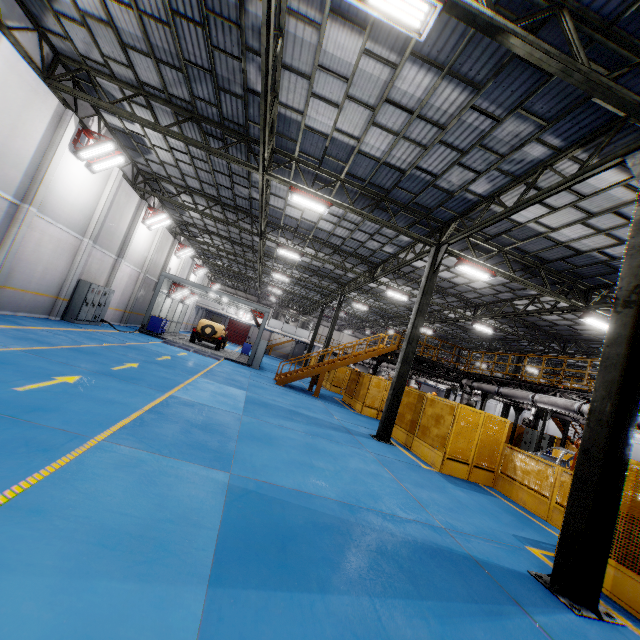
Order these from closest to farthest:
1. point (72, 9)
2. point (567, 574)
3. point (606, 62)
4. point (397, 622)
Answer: point (397, 622) < point (567, 574) < point (606, 62) < point (72, 9)

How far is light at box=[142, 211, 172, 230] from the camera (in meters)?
20.69

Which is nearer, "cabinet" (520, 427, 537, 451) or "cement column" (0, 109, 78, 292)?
"cement column" (0, 109, 78, 292)

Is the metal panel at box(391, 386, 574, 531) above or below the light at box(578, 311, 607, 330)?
below

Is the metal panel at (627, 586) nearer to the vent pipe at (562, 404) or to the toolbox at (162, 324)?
the vent pipe at (562, 404)

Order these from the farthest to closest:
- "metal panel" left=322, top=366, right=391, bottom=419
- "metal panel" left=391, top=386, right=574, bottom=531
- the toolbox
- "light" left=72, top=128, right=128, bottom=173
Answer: the toolbox → "metal panel" left=322, top=366, right=391, bottom=419 → "light" left=72, top=128, right=128, bottom=173 → "metal panel" left=391, top=386, right=574, bottom=531

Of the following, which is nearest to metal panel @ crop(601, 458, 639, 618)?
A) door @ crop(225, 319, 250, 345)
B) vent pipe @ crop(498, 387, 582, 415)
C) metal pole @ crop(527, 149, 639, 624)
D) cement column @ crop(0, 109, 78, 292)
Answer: metal pole @ crop(527, 149, 639, 624)

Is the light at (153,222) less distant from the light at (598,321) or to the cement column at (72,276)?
the cement column at (72,276)
